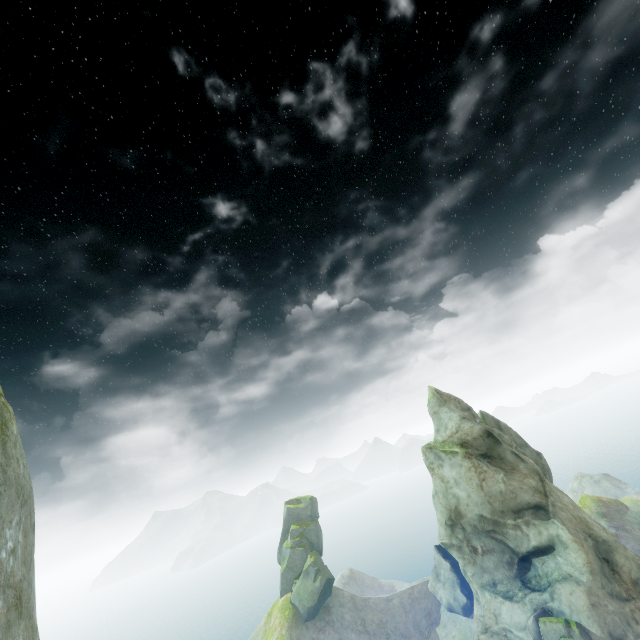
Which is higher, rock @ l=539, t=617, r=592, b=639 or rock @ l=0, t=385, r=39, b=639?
rock @ l=0, t=385, r=39, b=639

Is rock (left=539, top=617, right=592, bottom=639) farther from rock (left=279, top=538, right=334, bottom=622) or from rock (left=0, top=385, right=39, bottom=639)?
rock (left=279, top=538, right=334, bottom=622)

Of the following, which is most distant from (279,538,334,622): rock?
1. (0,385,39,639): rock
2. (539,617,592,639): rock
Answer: (0,385,39,639): rock

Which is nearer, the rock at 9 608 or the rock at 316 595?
the rock at 9 608

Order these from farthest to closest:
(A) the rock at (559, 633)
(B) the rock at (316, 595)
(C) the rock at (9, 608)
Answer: (B) the rock at (316, 595), (A) the rock at (559, 633), (C) the rock at (9, 608)

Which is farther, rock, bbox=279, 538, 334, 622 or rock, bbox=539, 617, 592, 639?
rock, bbox=279, 538, 334, 622

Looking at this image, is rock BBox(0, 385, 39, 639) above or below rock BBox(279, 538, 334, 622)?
above

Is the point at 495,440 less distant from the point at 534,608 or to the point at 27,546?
the point at 534,608
